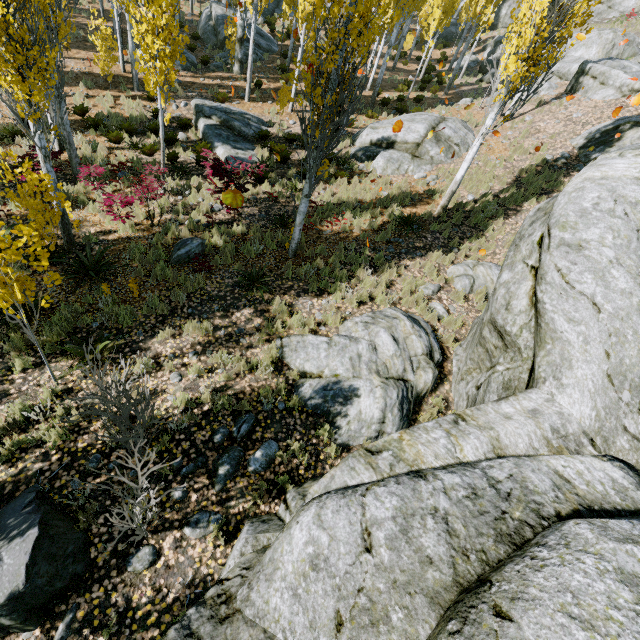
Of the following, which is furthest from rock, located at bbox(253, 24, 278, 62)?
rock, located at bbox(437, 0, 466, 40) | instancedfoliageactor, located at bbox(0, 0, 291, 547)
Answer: rock, located at bbox(437, 0, 466, 40)

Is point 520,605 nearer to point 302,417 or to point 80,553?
point 302,417

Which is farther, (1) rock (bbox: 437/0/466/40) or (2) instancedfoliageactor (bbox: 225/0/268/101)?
(1) rock (bbox: 437/0/466/40)

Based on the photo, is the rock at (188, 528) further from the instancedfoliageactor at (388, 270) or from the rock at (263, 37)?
the rock at (263, 37)

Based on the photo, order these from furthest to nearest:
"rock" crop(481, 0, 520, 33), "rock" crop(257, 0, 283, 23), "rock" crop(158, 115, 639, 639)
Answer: "rock" crop(481, 0, 520, 33) < "rock" crop(257, 0, 283, 23) < "rock" crop(158, 115, 639, 639)

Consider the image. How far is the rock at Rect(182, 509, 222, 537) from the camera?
4.3m

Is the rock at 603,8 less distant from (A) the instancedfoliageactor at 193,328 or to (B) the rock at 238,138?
(A) the instancedfoliageactor at 193,328
